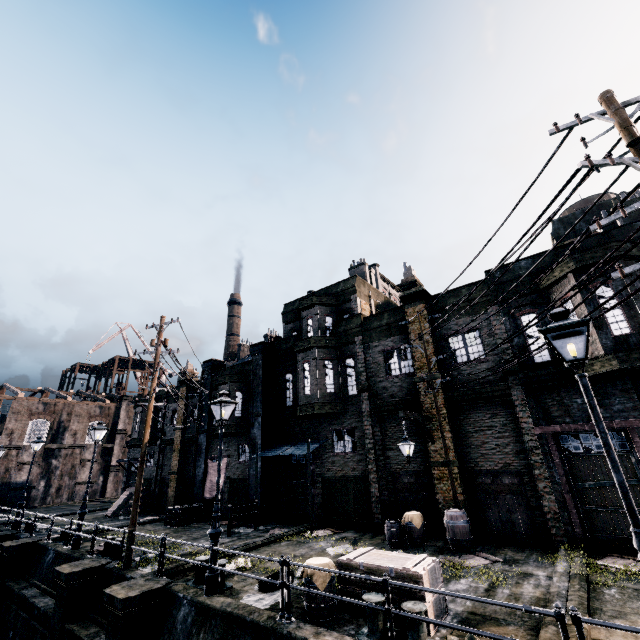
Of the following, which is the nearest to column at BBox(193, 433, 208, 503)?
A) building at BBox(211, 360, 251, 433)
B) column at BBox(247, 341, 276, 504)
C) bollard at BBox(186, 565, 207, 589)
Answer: building at BBox(211, 360, 251, 433)

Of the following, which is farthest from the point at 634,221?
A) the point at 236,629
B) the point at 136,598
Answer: the point at 136,598

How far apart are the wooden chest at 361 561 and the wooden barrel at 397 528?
4.9m

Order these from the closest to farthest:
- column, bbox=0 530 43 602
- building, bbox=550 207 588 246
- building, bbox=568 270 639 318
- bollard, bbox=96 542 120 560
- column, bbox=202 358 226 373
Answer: building, bbox=568 270 639 318, bollard, bbox=96 542 120 560, column, bbox=0 530 43 602, building, bbox=550 207 588 246, column, bbox=202 358 226 373

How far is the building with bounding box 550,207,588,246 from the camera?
19.0 meters

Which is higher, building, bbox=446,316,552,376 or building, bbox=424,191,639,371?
building, bbox=424,191,639,371

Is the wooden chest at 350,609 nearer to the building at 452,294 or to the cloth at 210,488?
the building at 452,294

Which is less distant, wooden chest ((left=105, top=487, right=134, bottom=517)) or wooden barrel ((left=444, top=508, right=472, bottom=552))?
wooden barrel ((left=444, top=508, right=472, bottom=552))
